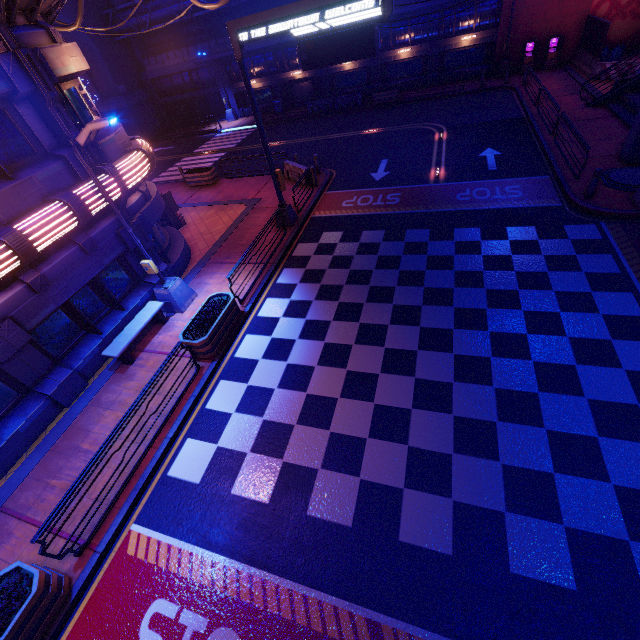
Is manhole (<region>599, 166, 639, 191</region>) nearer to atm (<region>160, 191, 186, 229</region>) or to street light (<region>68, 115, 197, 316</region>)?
street light (<region>68, 115, 197, 316</region>)

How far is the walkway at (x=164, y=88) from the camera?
33.1m

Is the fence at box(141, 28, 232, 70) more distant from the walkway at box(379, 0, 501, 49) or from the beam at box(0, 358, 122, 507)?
the beam at box(0, 358, 122, 507)

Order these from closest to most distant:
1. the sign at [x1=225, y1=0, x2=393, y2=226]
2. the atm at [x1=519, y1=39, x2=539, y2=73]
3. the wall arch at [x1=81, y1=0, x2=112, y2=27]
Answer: the sign at [x1=225, y1=0, x2=393, y2=226] < the atm at [x1=519, y1=39, x2=539, y2=73] < the wall arch at [x1=81, y1=0, x2=112, y2=27]

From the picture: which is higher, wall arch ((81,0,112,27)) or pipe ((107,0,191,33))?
wall arch ((81,0,112,27))

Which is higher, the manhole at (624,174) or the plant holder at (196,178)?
the plant holder at (196,178)

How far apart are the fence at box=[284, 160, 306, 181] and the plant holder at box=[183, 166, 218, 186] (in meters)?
5.13

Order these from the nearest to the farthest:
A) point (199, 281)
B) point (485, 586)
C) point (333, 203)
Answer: point (485, 586) < point (199, 281) < point (333, 203)
